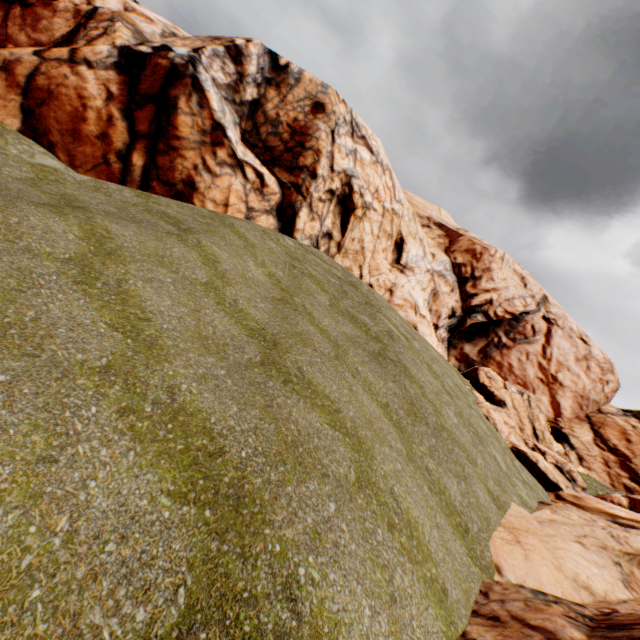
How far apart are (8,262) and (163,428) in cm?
400
